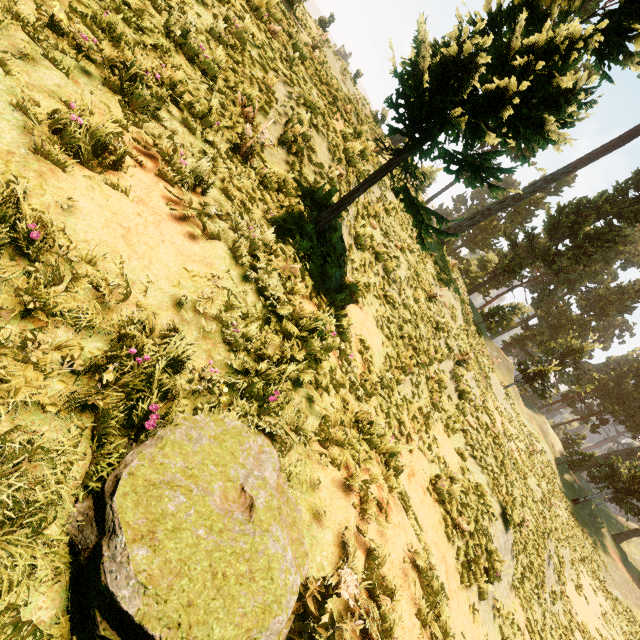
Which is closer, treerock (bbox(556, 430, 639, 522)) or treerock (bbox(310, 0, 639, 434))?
treerock (bbox(310, 0, 639, 434))

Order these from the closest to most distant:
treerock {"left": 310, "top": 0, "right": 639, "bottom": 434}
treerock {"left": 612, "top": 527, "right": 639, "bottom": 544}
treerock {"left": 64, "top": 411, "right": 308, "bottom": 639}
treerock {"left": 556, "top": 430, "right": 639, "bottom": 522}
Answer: treerock {"left": 64, "top": 411, "right": 308, "bottom": 639} → treerock {"left": 310, "top": 0, "right": 639, "bottom": 434} → treerock {"left": 556, "top": 430, "right": 639, "bottom": 522} → treerock {"left": 612, "top": 527, "right": 639, "bottom": 544}

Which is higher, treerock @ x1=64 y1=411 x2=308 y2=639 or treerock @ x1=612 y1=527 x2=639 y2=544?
treerock @ x1=612 y1=527 x2=639 y2=544

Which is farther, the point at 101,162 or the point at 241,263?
the point at 241,263

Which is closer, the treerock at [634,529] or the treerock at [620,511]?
the treerock at [620,511]
